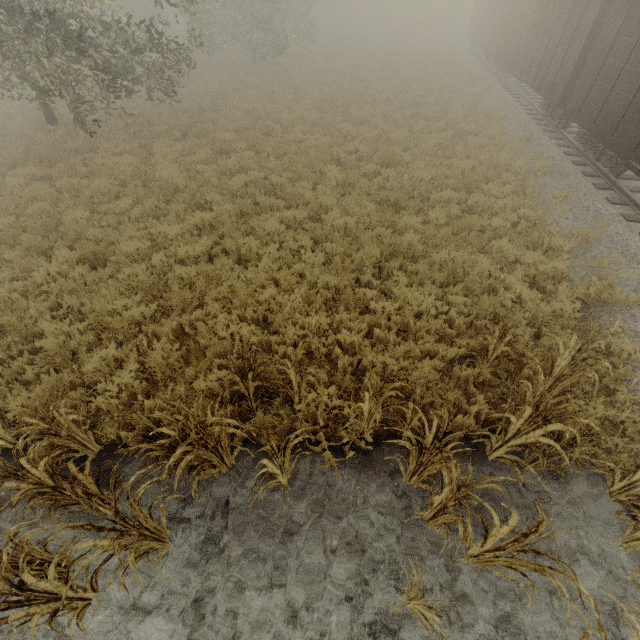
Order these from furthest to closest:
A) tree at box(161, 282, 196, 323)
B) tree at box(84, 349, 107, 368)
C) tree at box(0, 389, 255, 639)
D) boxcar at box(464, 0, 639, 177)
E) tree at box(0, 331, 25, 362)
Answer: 1. boxcar at box(464, 0, 639, 177)
2. tree at box(161, 282, 196, 323)
3. tree at box(0, 331, 25, 362)
4. tree at box(84, 349, 107, 368)
5. tree at box(0, 389, 255, 639)

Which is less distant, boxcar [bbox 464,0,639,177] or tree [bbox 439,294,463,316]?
tree [bbox 439,294,463,316]

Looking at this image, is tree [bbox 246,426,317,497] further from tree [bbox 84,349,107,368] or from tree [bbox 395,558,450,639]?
tree [bbox 395,558,450,639]

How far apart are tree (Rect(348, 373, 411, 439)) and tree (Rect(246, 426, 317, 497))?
0.7 meters

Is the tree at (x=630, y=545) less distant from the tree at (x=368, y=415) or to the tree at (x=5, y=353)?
the tree at (x=368, y=415)

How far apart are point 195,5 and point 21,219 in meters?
10.3 m

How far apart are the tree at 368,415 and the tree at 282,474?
0.7 meters

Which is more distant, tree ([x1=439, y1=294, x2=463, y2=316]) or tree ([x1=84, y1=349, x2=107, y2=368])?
tree ([x1=439, y1=294, x2=463, y2=316])
